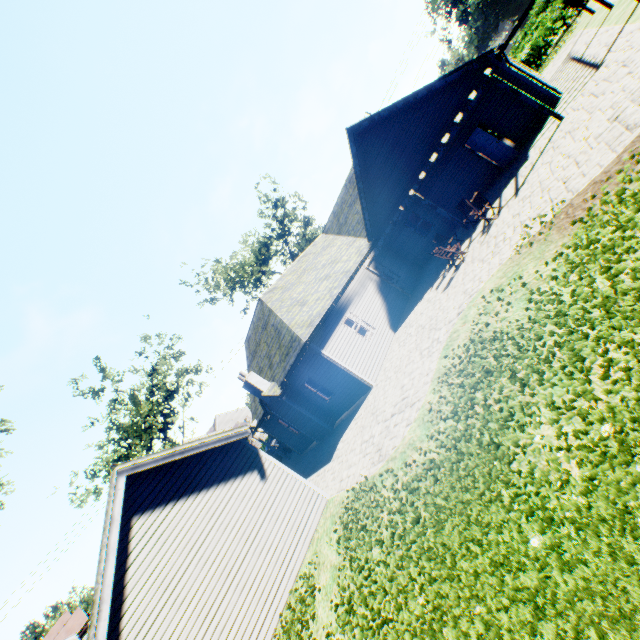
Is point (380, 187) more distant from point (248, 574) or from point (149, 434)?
point (149, 434)

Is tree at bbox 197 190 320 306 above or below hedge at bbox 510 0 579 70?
above

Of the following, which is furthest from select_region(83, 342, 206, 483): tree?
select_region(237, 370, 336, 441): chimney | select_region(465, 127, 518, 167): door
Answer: select_region(465, 127, 518, 167): door

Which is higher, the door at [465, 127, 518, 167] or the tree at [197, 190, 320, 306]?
the tree at [197, 190, 320, 306]

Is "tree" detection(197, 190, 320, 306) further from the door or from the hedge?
the door

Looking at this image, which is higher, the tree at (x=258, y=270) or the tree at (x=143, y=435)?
the tree at (x=258, y=270)

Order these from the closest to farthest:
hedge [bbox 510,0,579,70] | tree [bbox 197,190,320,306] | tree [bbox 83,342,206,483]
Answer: tree [bbox 83,342,206,483] < hedge [bbox 510,0,579,70] < tree [bbox 197,190,320,306]

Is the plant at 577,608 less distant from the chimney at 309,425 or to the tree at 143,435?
the tree at 143,435
